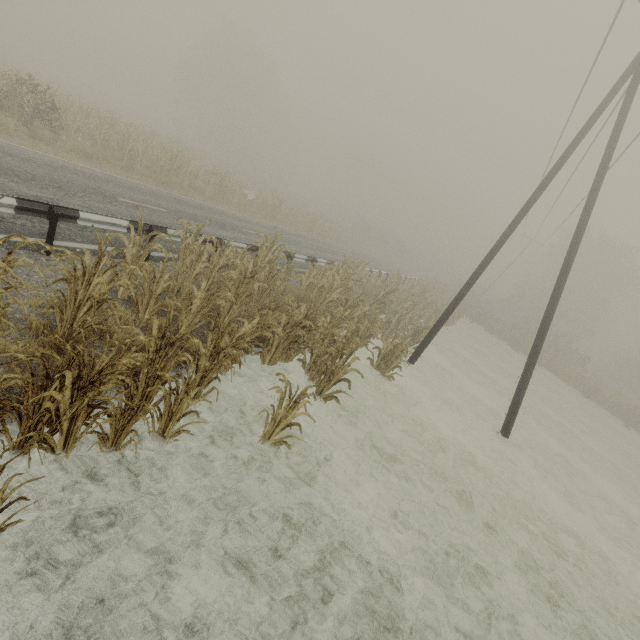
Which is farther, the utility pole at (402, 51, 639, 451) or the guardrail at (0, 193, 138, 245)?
the utility pole at (402, 51, 639, 451)

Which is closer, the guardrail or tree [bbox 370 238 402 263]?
the guardrail

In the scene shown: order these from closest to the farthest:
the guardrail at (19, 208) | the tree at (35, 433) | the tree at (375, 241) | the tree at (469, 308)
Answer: the tree at (35, 433) → the guardrail at (19, 208) → the tree at (469, 308) → the tree at (375, 241)

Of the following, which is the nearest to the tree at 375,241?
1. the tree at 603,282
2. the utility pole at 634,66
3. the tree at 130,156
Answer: the tree at 130,156

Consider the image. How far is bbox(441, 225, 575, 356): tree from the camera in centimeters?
3203cm

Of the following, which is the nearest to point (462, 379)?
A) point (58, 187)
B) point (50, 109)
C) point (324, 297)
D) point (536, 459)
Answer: point (536, 459)

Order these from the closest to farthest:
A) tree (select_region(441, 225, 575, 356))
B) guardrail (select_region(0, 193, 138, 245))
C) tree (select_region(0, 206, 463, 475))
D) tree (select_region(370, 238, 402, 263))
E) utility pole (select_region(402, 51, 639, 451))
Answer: tree (select_region(0, 206, 463, 475)), guardrail (select_region(0, 193, 138, 245)), utility pole (select_region(402, 51, 639, 451)), tree (select_region(441, 225, 575, 356)), tree (select_region(370, 238, 402, 263))

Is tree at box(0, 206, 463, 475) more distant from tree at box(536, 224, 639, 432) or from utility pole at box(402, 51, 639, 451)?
tree at box(536, 224, 639, 432)
